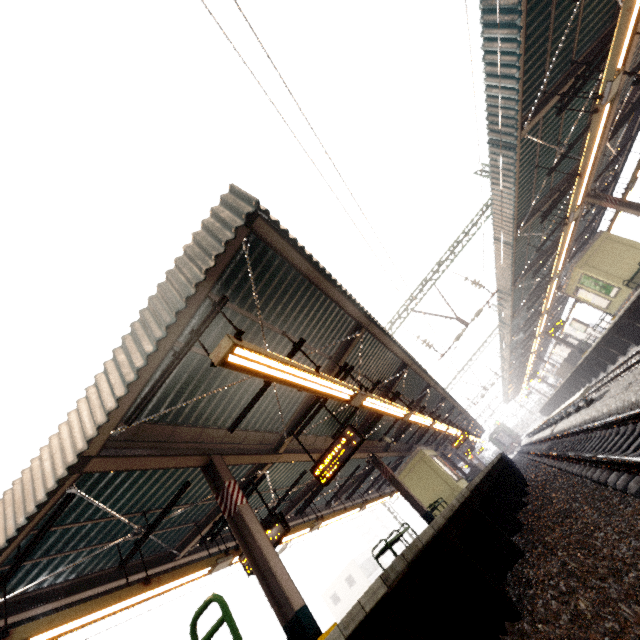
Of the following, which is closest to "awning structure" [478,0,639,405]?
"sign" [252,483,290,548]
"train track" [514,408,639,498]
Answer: "train track" [514,408,639,498]

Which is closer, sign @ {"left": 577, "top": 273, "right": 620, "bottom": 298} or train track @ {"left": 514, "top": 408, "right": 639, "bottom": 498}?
train track @ {"left": 514, "top": 408, "right": 639, "bottom": 498}

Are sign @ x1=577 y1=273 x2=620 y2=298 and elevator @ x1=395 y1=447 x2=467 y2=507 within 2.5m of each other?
no

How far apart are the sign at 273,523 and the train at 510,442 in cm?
6068

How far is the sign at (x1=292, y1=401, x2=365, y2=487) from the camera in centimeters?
764cm

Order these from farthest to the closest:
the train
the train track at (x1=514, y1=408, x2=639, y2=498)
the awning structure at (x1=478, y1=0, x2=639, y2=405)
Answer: the train → the awning structure at (x1=478, y1=0, x2=639, y2=405) → the train track at (x1=514, y1=408, x2=639, y2=498)

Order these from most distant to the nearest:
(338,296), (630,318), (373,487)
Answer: (373,487) < (630,318) < (338,296)

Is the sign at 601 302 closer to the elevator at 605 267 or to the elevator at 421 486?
the elevator at 605 267
